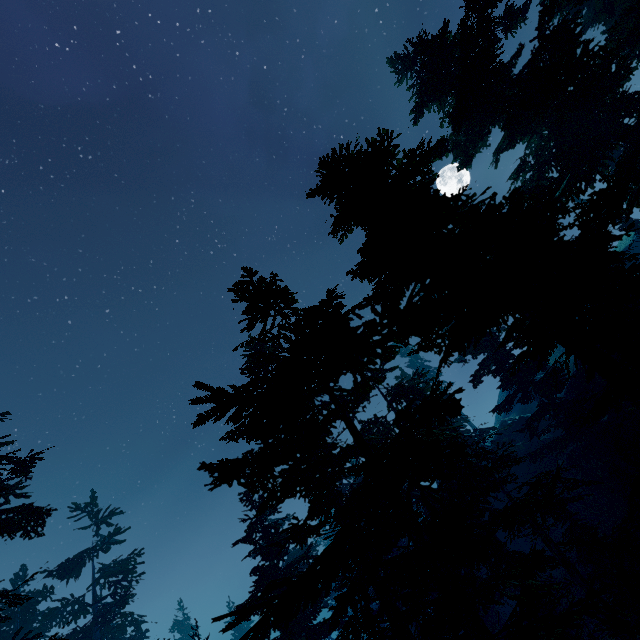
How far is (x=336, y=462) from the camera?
15.7m

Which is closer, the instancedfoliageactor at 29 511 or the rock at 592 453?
the rock at 592 453

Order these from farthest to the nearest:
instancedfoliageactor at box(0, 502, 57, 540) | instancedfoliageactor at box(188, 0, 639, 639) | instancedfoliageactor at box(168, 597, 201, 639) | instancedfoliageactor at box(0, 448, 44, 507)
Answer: instancedfoliageactor at box(168, 597, 201, 639) → instancedfoliageactor at box(0, 448, 44, 507) → instancedfoliageactor at box(0, 502, 57, 540) → instancedfoliageactor at box(188, 0, 639, 639)

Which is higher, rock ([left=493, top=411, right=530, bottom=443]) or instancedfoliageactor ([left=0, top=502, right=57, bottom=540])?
instancedfoliageactor ([left=0, top=502, right=57, bottom=540])

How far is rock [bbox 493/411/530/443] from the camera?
32.7 meters

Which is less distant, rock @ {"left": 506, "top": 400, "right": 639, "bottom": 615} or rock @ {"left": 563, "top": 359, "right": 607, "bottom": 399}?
rock @ {"left": 506, "top": 400, "right": 639, "bottom": 615}

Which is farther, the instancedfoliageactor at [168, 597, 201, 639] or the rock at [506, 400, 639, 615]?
the instancedfoliageactor at [168, 597, 201, 639]

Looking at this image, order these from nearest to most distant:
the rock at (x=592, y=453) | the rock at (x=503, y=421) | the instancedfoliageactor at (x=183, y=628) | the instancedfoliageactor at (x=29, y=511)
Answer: the rock at (x=592, y=453), the instancedfoliageactor at (x=29, y=511), the instancedfoliageactor at (x=183, y=628), the rock at (x=503, y=421)
